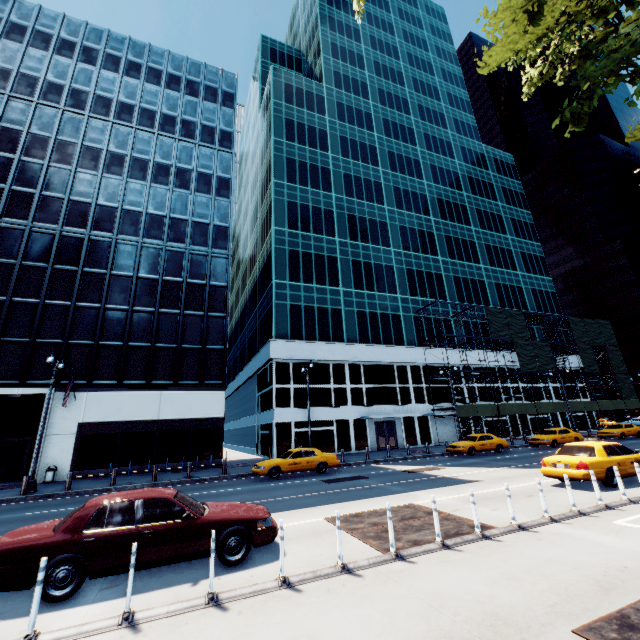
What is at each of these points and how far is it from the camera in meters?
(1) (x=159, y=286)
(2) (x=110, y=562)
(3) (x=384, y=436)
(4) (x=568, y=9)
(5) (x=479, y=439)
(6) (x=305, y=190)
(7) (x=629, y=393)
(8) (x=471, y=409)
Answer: (1) building, 28.4
(2) vehicle, 5.8
(3) door, 33.3
(4) tree, 10.5
(5) vehicle, 25.4
(6) building, 39.8
(7) scaffolding, 45.1
(8) scaffolding, 33.5

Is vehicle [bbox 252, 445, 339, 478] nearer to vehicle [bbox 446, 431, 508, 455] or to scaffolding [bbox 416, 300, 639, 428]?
vehicle [bbox 446, 431, 508, 455]

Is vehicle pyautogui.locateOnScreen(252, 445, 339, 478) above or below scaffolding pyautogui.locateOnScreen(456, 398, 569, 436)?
below

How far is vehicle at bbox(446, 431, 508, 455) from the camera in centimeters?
2467cm

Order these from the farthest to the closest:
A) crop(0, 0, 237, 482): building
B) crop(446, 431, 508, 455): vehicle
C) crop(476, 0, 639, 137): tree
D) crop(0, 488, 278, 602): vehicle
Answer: crop(446, 431, 508, 455): vehicle, crop(0, 0, 237, 482): building, crop(476, 0, 639, 137): tree, crop(0, 488, 278, 602): vehicle

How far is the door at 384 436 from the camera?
32.88m

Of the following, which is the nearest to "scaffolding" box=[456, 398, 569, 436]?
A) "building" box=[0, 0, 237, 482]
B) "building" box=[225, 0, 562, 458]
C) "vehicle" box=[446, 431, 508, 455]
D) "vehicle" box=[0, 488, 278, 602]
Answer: "building" box=[225, 0, 562, 458]

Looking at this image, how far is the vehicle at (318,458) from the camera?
18.45m
